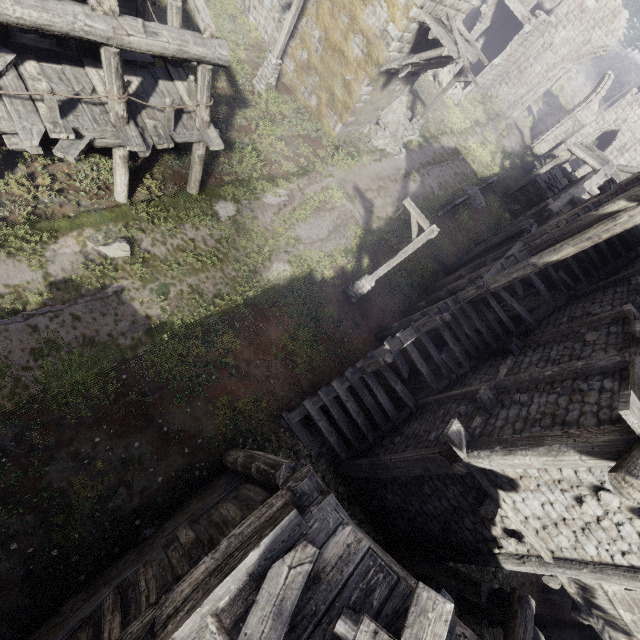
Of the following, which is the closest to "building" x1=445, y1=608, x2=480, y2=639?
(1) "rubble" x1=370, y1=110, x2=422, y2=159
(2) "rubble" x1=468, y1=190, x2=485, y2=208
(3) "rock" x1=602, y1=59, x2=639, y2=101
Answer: (1) "rubble" x1=370, y1=110, x2=422, y2=159

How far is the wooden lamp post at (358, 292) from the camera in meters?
10.6

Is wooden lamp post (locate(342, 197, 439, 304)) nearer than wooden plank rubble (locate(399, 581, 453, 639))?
No

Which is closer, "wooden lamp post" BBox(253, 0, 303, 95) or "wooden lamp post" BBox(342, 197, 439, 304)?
"wooden lamp post" BBox(342, 197, 439, 304)

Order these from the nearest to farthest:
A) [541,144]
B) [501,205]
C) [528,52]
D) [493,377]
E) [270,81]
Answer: [493,377] < [270,81] < [501,205] < [528,52] < [541,144]

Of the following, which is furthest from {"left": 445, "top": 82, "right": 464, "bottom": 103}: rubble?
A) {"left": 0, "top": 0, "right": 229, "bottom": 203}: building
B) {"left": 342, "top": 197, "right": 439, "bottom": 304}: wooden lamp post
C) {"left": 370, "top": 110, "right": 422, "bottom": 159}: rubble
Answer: {"left": 342, "top": 197, "right": 439, "bottom": 304}: wooden lamp post

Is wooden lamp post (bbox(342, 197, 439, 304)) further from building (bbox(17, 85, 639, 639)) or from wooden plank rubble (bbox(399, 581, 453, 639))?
wooden plank rubble (bbox(399, 581, 453, 639))

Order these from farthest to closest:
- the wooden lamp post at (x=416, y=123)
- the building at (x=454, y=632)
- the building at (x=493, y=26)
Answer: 1. the building at (x=493, y=26)
2. the wooden lamp post at (x=416, y=123)
3. the building at (x=454, y=632)
